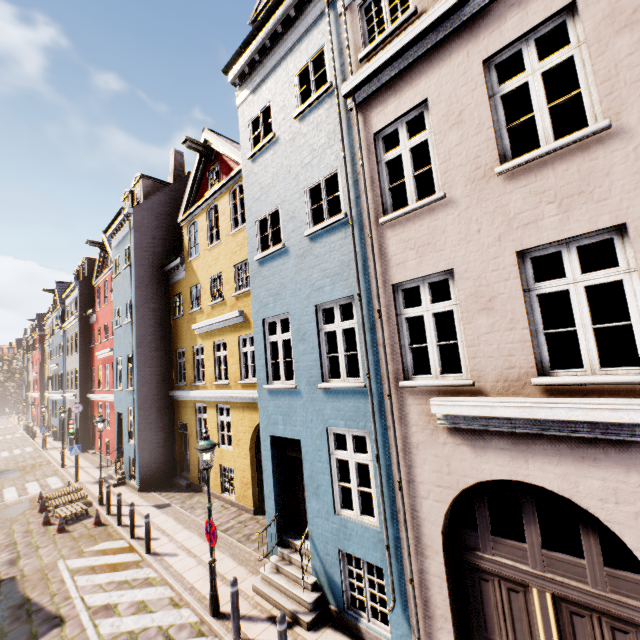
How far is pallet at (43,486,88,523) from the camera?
12.74m

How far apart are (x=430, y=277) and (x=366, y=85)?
4.1m

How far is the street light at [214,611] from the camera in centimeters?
696cm

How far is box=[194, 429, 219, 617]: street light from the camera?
7.0m

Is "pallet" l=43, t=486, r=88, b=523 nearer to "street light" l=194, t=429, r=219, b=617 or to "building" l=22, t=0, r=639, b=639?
"building" l=22, t=0, r=639, b=639

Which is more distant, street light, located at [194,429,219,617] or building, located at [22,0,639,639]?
→ street light, located at [194,429,219,617]

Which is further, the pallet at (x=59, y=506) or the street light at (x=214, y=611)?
the pallet at (x=59, y=506)

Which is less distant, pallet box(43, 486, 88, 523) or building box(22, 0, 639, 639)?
building box(22, 0, 639, 639)
